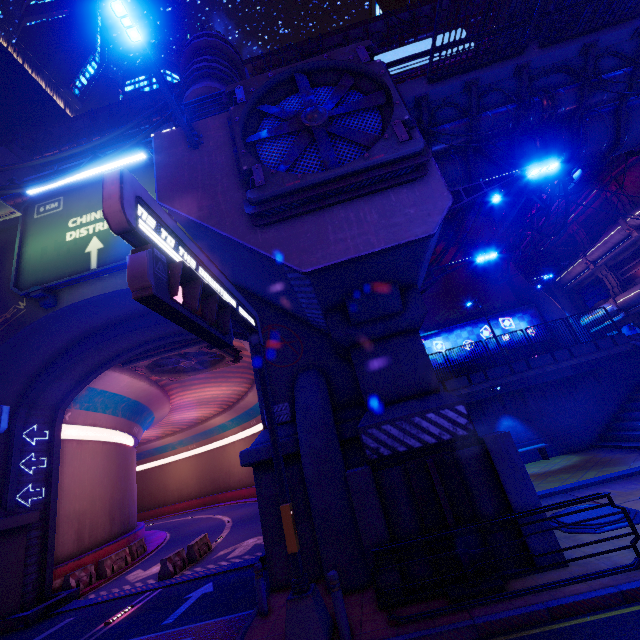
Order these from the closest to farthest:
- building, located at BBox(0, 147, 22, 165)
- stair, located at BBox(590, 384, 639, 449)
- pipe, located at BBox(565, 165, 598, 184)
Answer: stair, located at BBox(590, 384, 639, 449) → building, located at BBox(0, 147, 22, 165) → pipe, located at BBox(565, 165, 598, 184)

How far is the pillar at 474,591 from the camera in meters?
6.3

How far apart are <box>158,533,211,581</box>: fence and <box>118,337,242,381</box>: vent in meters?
10.0 m

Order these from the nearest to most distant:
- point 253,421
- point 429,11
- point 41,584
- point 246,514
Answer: point 41,584, point 246,514, point 429,11, point 253,421

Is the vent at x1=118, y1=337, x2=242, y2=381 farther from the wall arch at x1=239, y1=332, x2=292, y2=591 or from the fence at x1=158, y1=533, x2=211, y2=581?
the fence at x1=158, y1=533, x2=211, y2=581

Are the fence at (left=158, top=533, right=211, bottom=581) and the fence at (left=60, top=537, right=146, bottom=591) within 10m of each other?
yes

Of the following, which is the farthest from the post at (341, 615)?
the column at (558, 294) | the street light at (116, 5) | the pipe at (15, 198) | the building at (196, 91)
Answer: the column at (558, 294)

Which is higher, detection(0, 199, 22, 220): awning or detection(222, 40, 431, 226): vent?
detection(0, 199, 22, 220): awning
